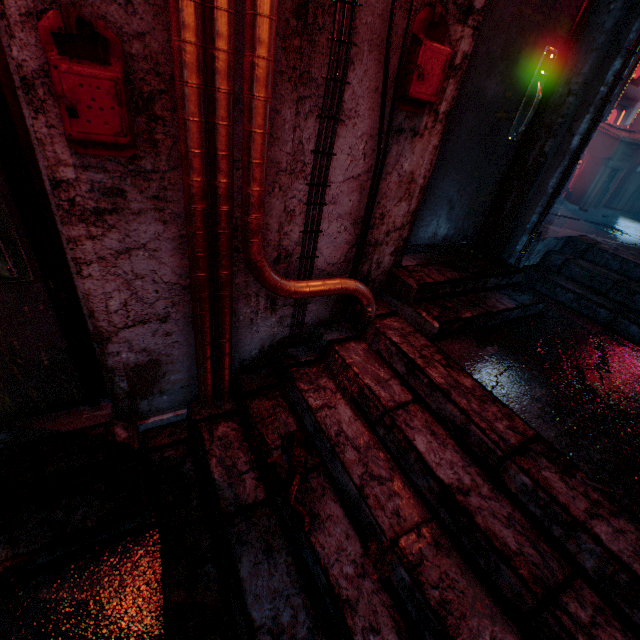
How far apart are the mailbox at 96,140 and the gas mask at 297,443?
1.4m

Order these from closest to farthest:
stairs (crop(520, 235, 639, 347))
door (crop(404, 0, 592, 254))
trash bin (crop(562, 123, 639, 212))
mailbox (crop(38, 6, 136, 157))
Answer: mailbox (crop(38, 6, 136, 157)), door (crop(404, 0, 592, 254)), stairs (crop(520, 235, 639, 347)), trash bin (crop(562, 123, 639, 212))

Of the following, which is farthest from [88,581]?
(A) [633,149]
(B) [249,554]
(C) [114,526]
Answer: (A) [633,149]

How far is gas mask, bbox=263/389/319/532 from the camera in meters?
1.4 m

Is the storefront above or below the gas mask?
above

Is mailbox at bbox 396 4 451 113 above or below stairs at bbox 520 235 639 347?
above

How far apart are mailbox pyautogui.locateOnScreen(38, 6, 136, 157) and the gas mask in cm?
136

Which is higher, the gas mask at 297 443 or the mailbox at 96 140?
the mailbox at 96 140
